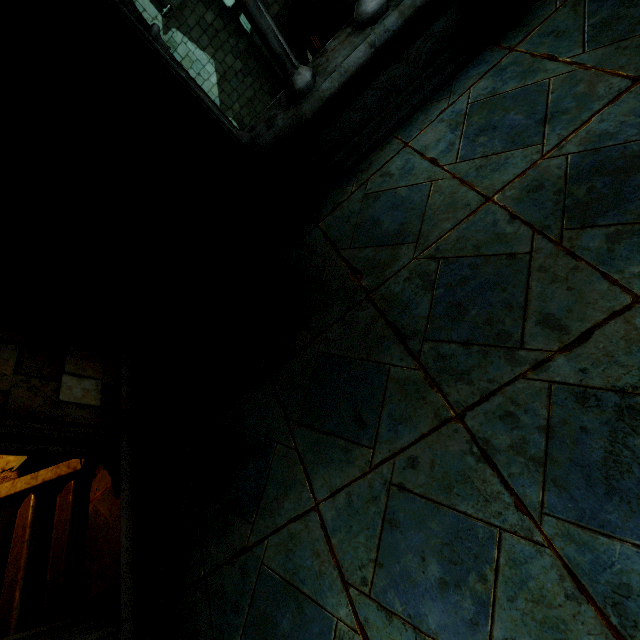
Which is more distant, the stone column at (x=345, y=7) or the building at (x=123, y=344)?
the stone column at (x=345, y=7)

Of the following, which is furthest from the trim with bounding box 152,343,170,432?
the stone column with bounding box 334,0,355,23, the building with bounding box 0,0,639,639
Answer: the stone column with bounding box 334,0,355,23

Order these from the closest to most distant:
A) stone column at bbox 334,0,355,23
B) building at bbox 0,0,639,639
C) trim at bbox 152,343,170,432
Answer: building at bbox 0,0,639,639 < trim at bbox 152,343,170,432 < stone column at bbox 334,0,355,23

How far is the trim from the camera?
4.1 meters

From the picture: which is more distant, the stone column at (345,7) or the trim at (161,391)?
the stone column at (345,7)

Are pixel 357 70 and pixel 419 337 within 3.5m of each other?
yes
